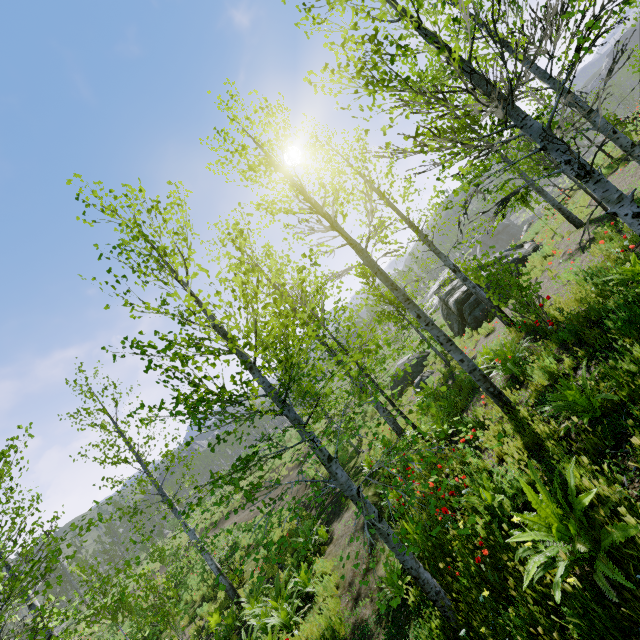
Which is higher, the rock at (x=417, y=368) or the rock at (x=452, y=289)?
the rock at (x=452, y=289)

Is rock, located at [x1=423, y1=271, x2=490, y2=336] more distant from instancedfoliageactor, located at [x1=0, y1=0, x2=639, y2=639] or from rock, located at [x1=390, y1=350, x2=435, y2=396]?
instancedfoliageactor, located at [x1=0, y1=0, x2=639, y2=639]

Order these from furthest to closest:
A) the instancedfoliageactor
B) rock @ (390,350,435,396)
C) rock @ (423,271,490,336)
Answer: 1. rock @ (390,350,435,396)
2. rock @ (423,271,490,336)
3. the instancedfoliageactor

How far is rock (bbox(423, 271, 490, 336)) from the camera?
15.42m

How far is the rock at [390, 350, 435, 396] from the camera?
17.1 meters

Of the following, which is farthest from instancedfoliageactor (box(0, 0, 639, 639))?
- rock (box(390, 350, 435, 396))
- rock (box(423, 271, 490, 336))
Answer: rock (box(390, 350, 435, 396))

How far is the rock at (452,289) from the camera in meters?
15.4

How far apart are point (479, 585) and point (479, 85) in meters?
5.4 m
